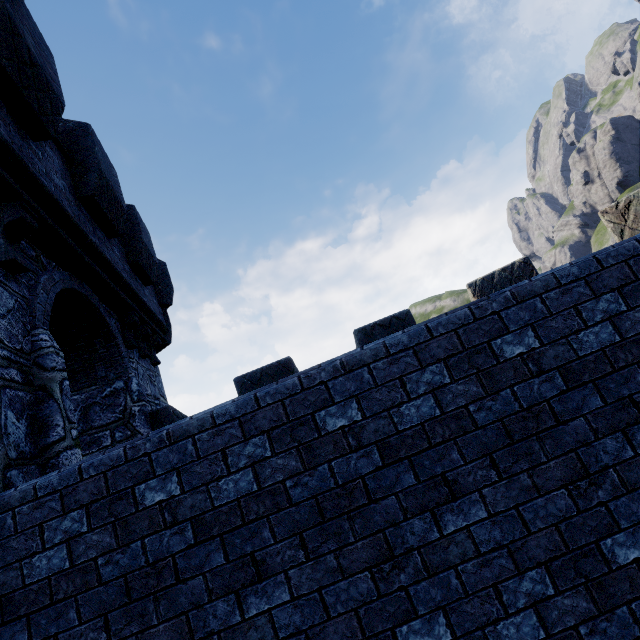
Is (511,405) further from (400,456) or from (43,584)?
(43,584)
